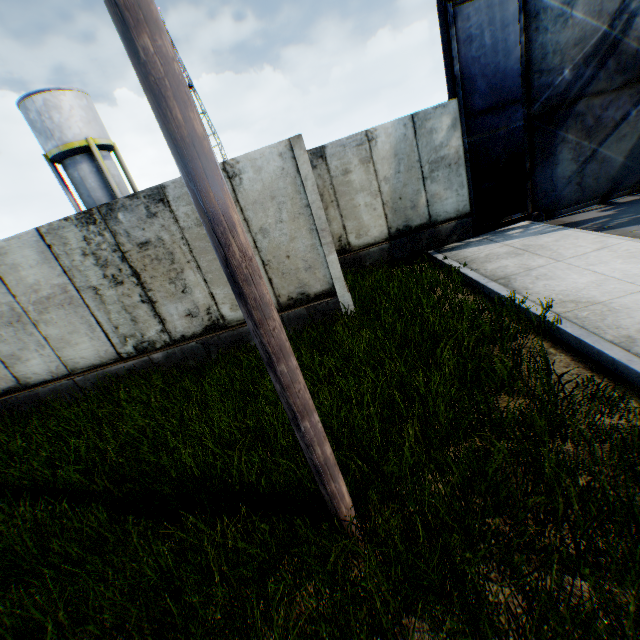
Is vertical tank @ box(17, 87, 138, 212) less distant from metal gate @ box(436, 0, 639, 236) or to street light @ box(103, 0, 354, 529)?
metal gate @ box(436, 0, 639, 236)

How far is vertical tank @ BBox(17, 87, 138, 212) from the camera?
19.7 meters

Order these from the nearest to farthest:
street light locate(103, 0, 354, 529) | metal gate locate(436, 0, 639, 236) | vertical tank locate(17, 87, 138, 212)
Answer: street light locate(103, 0, 354, 529)
metal gate locate(436, 0, 639, 236)
vertical tank locate(17, 87, 138, 212)

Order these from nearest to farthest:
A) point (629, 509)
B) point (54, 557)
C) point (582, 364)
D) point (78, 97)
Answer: point (629, 509)
point (54, 557)
point (582, 364)
point (78, 97)

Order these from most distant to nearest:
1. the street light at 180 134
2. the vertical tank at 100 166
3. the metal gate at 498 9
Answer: the vertical tank at 100 166 < the metal gate at 498 9 < the street light at 180 134

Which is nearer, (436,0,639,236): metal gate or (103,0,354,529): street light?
(103,0,354,529): street light

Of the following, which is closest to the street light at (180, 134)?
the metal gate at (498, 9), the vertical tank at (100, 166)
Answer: the metal gate at (498, 9)

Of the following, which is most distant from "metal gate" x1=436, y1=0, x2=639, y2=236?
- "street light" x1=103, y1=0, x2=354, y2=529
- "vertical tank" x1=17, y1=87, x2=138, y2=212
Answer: "vertical tank" x1=17, y1=87, x2=138, y2=212
